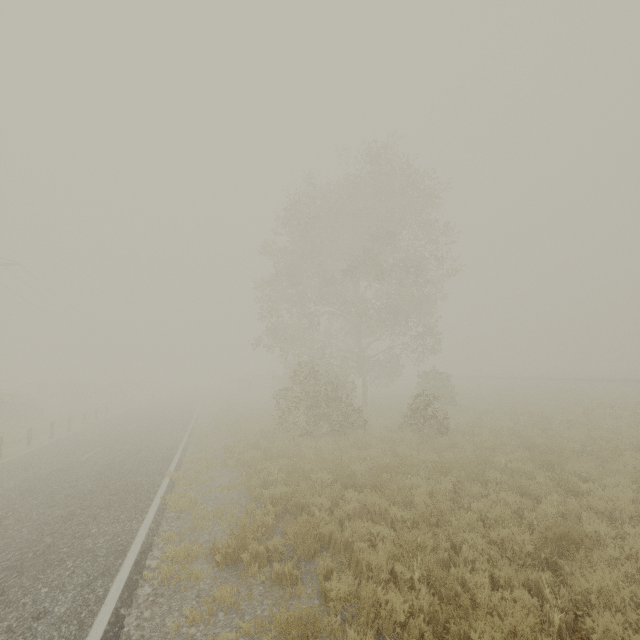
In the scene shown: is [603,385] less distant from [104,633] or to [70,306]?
[104,633]

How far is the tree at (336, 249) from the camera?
16.51m

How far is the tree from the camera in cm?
1651
